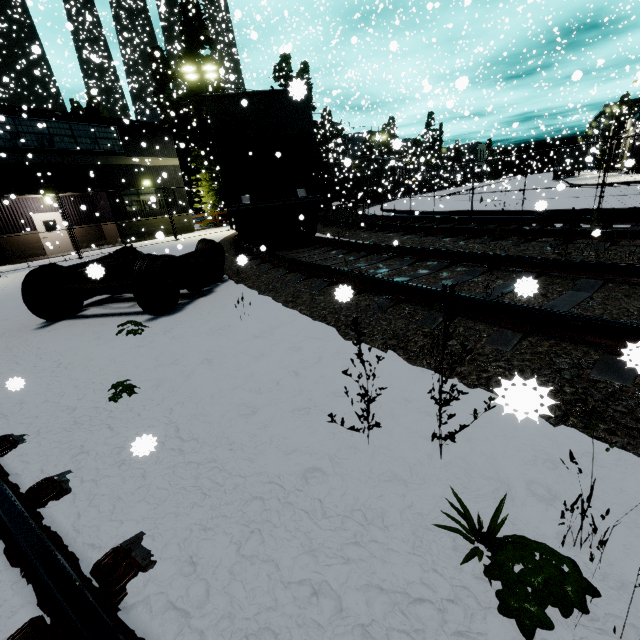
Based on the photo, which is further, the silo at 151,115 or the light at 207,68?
the silo at 151,115

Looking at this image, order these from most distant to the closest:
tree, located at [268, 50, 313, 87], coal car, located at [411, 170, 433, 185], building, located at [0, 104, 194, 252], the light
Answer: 1. coal car, located at [411, 170, 433, 185]
2. the light
3. building, located at [0, 104, 194, 252]
4. tree, located at [268, 50, 313, 87]

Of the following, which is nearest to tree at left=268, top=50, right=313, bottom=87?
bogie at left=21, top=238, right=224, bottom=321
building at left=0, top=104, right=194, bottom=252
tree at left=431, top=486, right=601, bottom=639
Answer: building at left=0, top=104, right=194, bottom=252

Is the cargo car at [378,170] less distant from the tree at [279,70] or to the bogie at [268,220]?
the tree at [279,70]

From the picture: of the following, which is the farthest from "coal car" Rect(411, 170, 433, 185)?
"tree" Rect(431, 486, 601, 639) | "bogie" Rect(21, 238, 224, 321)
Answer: "tree" Rect(431, 486, 601, 639)

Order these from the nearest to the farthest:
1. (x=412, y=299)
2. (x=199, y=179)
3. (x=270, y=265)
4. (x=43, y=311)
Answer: (x=412, y=299) < (x=43, y=311) < (x=270, y=265) < (x=199, y=179)

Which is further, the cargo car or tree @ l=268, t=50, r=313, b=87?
the cargo car

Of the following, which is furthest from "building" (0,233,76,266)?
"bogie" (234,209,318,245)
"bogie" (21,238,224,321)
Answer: "bogie" (234,209,318,245)
